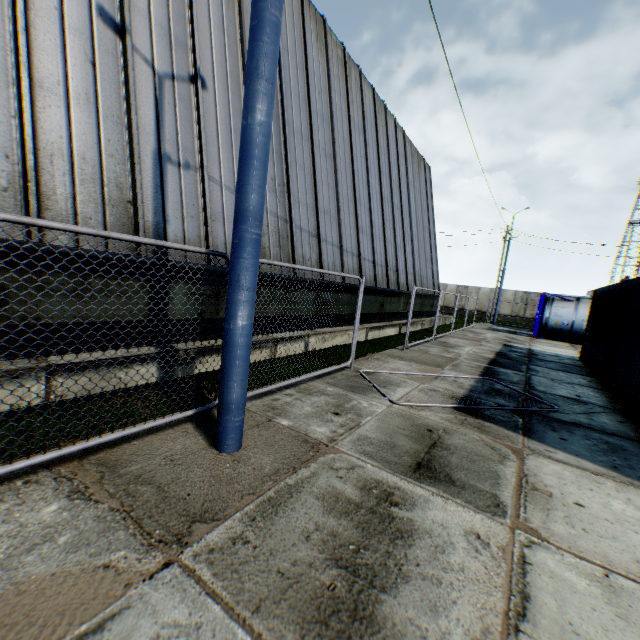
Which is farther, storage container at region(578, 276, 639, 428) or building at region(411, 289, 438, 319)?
building at region(411, 289, 438, 319)

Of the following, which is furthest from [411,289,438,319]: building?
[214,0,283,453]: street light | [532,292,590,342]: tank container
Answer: [532,292,590,342]: tank container

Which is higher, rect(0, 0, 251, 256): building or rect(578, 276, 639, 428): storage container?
rect(0, 0, 251, 256): building

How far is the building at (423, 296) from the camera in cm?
1909

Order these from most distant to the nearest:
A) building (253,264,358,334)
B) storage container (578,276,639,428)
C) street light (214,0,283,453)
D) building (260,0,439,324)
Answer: building (260,0,439,324), building (253,264,358,334), storage container (578,276,639,428), street light (214,0,283,453)

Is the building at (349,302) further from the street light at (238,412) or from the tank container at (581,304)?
the tank container at (581,304)

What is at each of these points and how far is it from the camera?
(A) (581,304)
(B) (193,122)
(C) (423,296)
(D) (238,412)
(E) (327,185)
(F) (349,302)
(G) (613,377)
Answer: (A) tank container, 19.6 meters
(B) building, 6.7 meters
(C) building, 20.3 meters
(D) street light, 3.5 meters
(E) building, 11.2 meters
(F) building, 12.2 meters
(G) storage container, 8.3 meters

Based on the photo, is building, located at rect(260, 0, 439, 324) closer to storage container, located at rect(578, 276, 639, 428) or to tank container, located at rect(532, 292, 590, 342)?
tank container, located at rect(532, 292, 590, 342)
